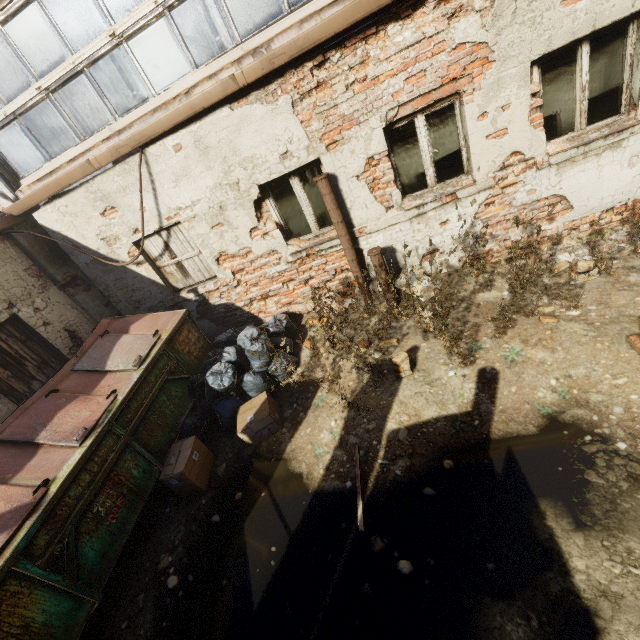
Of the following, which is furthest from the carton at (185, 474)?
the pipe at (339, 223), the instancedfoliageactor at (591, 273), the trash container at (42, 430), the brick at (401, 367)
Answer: the instancedfoliageactor at (591, 273)

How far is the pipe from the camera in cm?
452

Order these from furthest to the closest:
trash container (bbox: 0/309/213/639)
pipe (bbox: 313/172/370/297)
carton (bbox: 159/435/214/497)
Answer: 1. pipe (bbox: 313/172/370/297)
2. carton (bbox: 159/435/214/497)
3. trash container (bbox: 0/309/213/639)

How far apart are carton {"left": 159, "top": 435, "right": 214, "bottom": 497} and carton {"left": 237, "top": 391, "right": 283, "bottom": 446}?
0.5 meters

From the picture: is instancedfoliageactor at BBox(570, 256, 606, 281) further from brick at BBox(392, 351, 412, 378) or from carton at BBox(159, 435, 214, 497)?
carton at BBox(159, 435, 214, 497)

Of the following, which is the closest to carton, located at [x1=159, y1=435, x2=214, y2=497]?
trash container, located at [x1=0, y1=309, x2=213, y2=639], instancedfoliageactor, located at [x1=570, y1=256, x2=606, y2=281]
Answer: trash container, located at [x1=0, y1=309, x2=213, y2=639]

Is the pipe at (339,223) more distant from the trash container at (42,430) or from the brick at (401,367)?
the trash container at (42,430)

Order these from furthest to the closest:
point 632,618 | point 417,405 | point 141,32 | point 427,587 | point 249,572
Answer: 1. point 141,32
2. point 417,405
3. point 249,572
4. point 427,587
5. point 632,618
